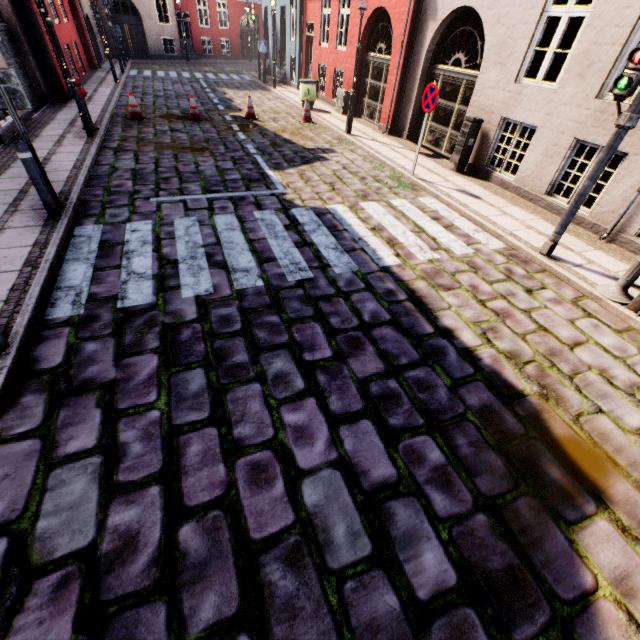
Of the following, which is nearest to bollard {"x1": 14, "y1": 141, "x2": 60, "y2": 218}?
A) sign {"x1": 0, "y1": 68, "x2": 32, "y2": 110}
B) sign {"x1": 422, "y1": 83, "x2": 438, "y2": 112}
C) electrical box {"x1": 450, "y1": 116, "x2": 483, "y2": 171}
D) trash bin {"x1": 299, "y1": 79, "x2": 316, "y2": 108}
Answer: sign {"x1": 0, "y1": 68, "x2": 32, "y2": 110}

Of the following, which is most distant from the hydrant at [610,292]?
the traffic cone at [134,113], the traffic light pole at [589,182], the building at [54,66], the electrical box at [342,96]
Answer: the traffic cone at [134,113]

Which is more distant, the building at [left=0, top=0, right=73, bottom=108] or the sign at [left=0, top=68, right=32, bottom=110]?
the building at [left=0, top=0, right=73, bottom=108]

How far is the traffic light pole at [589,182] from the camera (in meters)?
4.44

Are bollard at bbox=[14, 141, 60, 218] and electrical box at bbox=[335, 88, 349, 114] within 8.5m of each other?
no

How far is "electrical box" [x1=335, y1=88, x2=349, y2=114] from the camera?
13.4 meters

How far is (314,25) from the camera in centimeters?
1548cm

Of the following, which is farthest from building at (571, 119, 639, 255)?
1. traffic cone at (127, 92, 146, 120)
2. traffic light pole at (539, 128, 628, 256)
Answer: traffic cone at (127, 92, 146, 120)
